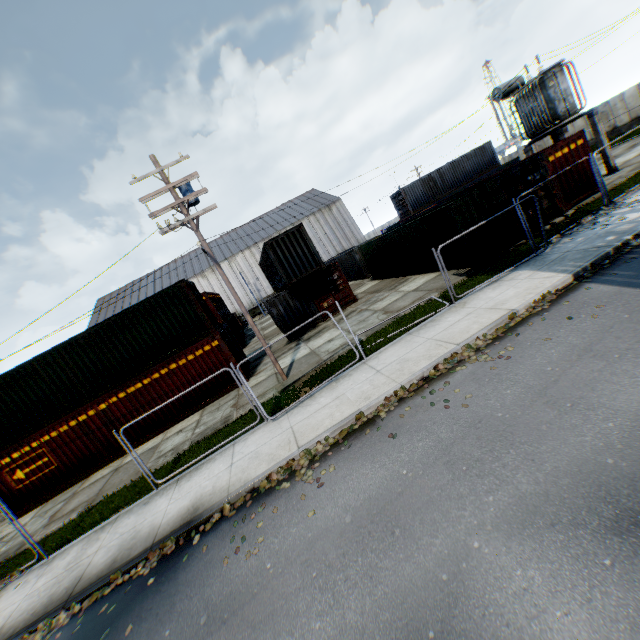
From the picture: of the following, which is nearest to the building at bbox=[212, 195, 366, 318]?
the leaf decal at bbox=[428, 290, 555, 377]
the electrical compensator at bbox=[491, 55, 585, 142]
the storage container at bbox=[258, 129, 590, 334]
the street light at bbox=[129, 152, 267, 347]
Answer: the storage container at bbox=[258, 129, 590, 334]

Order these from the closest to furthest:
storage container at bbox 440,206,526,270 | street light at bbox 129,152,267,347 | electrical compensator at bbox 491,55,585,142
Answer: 1. street light at bbox 129,152,267,347
2. storage container at bbox 440,206,526,270
3. electrical compensator at bbox 491,55,585,142

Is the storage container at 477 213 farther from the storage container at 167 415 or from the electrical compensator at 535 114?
the storage container at 167 415

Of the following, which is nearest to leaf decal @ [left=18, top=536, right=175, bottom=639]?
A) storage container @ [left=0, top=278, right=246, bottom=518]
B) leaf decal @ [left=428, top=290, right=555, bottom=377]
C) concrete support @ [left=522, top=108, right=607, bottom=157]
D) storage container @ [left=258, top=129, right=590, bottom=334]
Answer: leaf decal @ [left=428, top=290, right=555, bottom=377]

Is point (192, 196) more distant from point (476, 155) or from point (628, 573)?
point (476, 155)

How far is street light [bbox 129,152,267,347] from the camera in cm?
1173

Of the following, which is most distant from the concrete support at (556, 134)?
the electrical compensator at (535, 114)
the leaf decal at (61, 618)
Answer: the leaf decal at (61, 618)

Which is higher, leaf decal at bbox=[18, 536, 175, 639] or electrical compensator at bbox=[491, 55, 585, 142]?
electrical compensator at bbox=[491, 55, 585, 142]
